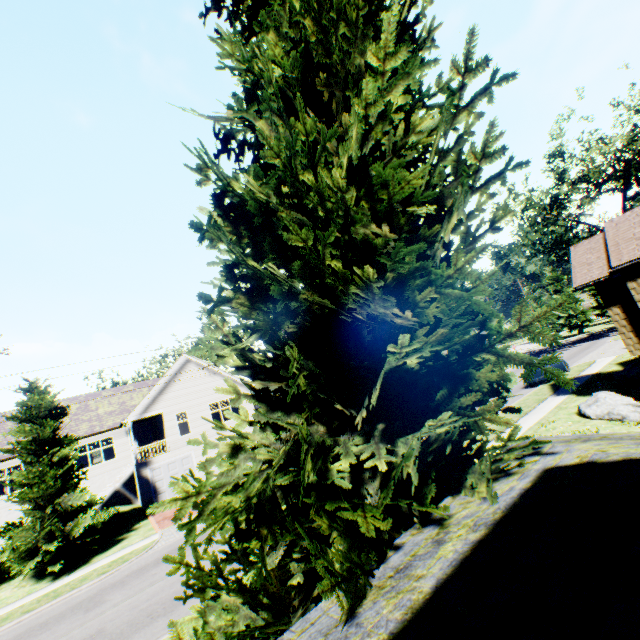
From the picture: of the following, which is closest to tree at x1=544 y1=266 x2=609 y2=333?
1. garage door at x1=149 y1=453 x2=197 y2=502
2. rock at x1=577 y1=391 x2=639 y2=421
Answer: rock at x1=577 y1=391 x2=639 y2=421

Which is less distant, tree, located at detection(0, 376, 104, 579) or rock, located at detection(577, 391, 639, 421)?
rock, located at detection(577, 391, 639, 421)

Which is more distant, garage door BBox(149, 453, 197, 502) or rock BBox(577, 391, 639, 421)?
garage door BBox(149, 453, 197, 502)

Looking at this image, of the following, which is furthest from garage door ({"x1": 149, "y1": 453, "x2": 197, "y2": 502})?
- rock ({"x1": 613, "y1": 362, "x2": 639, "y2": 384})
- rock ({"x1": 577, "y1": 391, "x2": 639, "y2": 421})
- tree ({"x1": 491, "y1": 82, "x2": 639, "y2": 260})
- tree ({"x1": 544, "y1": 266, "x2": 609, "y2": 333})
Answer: tree ({"x1": 544, "y1": 266, "x2": 609, "y2": 333})

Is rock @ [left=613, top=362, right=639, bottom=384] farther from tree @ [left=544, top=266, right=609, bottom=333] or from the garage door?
tree @ [left=544, top=266, right=609, bottom=333]

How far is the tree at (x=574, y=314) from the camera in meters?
52.2 m

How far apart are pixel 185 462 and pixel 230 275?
27.0m

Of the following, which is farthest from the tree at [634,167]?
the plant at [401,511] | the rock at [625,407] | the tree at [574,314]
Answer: the tree at [574,314]
